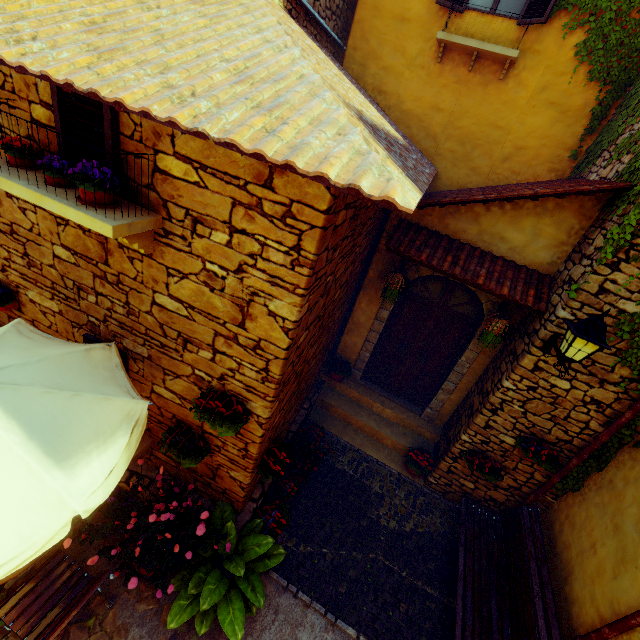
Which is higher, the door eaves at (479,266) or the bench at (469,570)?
the door eaves at (479,266)

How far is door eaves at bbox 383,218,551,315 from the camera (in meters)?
4.61

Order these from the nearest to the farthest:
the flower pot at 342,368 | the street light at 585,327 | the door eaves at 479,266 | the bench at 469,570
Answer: the street light at 585,327 < the bench at 469,570 < the door eaves at 479,266 < the flower pot at 342,368

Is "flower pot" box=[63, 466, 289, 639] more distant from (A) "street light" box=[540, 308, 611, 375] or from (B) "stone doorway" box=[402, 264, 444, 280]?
(A) "street light" box=[540, 308, 611, 375]

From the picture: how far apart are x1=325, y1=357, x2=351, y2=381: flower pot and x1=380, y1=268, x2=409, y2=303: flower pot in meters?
1.9

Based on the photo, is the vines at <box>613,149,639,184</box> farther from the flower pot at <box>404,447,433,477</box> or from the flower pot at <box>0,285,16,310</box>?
the flower pot at <box>0,285,16,310</box>

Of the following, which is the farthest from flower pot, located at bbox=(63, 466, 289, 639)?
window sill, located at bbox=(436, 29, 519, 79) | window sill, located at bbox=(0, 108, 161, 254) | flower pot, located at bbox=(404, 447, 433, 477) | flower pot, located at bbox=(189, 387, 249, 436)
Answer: window sill, located at bbox=(436, 29, 519, 79)

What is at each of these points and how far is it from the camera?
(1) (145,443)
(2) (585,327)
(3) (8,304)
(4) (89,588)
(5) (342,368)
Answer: (1) window sill, 4.2m
(2) street light, 3.4m
(3) flower pot, 3.8m
(4) chair, 3.0m
(5) flower pot, 6.8m
